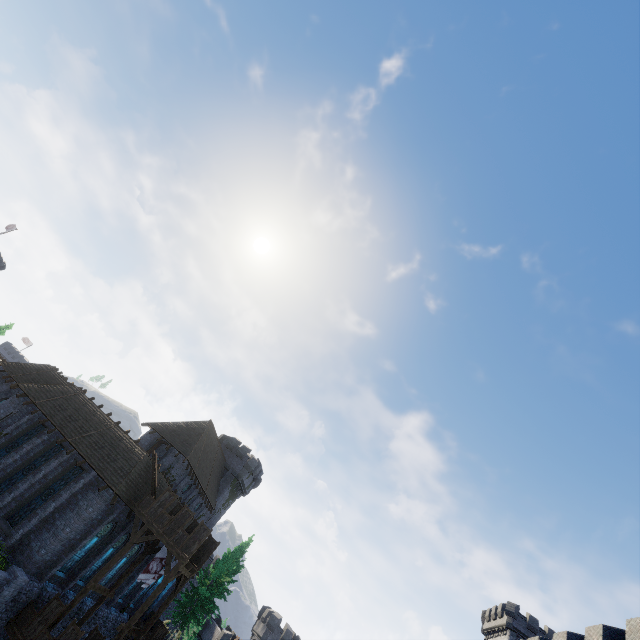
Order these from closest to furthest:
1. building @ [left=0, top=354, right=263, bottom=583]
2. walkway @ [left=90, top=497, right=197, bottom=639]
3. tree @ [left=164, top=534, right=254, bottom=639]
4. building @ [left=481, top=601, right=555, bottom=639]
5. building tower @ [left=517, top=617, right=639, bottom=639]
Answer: building tower @ [left=517, top=617, right=639, bottom=639]
walkway @ [left=90, top=497, right=197, bottom=639]
building @ [left=0, top=354, right=263, bottom=583]
tree @ [left=164, top=534, right=254, bottom=639]
building @ [left=481, top=601, right=555, bottom=639]

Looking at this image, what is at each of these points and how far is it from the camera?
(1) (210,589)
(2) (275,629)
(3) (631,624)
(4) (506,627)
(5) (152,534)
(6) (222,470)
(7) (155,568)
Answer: (1) tree, 38.2 meters
(2) building tower, 50.3 meters
(3) building tower, 13.4 meters
(4) building, 47.8 meters
(5) walkway, 24.3 meters
(6) building, 47.2 meters
(7) flag, 23.7 meters

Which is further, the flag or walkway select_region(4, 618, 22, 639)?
the flag

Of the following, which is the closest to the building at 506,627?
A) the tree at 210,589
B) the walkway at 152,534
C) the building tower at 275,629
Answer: the building tower at 275,629

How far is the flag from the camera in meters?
23.1

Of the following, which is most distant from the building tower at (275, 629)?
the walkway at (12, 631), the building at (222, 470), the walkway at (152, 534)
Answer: the walkway at (152, 534)

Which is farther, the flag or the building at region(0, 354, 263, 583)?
the flag

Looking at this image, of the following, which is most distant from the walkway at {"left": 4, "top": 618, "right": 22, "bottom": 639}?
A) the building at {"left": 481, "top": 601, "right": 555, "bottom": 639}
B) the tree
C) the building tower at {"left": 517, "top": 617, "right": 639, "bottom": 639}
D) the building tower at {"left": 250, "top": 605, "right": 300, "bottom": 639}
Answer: the building at {"left": 481, "top": 601, "right": 555, "bottom": 639}
